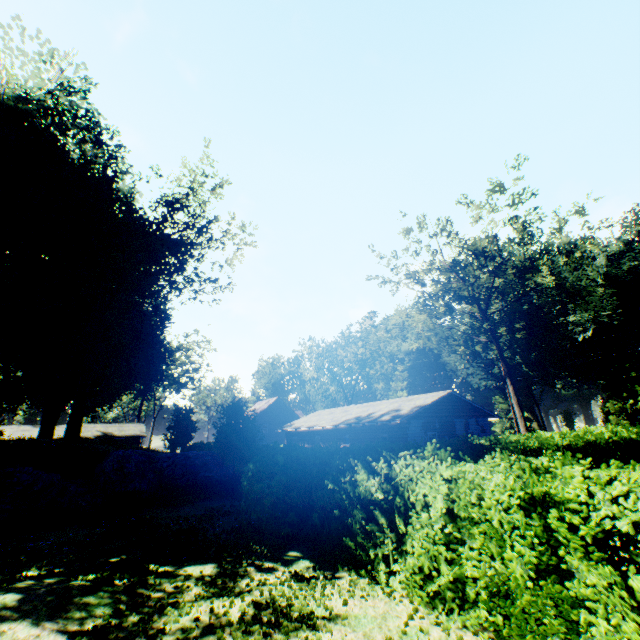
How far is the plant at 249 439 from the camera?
17.9 meters

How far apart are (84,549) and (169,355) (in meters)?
41.94

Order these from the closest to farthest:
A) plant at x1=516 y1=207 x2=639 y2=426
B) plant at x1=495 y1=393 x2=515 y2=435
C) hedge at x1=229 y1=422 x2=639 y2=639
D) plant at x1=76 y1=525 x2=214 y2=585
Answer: hedge at x1=229 y1=422 x2=639 y2=639 → plant at x1=76 y1=525 x2=214 y2=585 → plant at x1=516 y1=207 x2=639 y2=426 → plant at x1=495 y1=393 x2=515 y2=435

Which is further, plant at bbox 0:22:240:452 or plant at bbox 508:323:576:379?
plant at bbox 508:323:576:379

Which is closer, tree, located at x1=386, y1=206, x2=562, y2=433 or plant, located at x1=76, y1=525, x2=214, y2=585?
plant, located at x1=76, y1=525, x2=214, y2=585

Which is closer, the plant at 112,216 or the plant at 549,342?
the plant at 112,216

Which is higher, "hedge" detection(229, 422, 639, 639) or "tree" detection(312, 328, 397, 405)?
"tree" detection(312, 328, 397, 405)

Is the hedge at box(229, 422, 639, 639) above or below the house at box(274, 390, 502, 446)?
below
